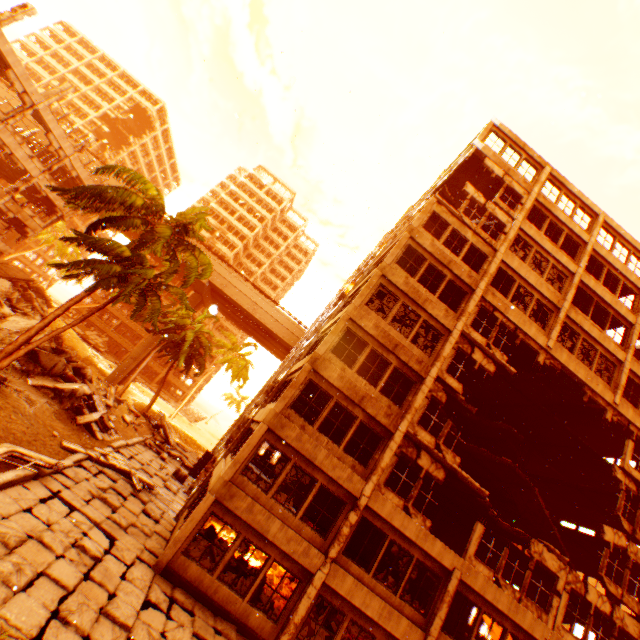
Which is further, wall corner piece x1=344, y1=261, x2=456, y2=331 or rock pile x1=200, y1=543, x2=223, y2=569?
wall corner piece x1=344, y1=261, x2=456, y2=331

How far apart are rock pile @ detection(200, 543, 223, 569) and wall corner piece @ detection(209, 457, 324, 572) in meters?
2.0 m

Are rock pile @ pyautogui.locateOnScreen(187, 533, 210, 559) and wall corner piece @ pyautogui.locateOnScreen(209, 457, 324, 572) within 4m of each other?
yes

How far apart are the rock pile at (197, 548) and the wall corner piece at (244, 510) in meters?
2.0

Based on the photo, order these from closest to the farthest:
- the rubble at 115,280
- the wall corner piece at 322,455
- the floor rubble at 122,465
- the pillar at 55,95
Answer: the wall corner piece at 322,455, the rubble at 115,280, the floor rubble at 122,465, the pillar at 55,95

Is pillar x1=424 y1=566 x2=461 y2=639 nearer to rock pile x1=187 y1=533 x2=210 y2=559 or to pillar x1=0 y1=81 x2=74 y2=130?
rock pile x1=187 y1=533 x2=210 y2=559

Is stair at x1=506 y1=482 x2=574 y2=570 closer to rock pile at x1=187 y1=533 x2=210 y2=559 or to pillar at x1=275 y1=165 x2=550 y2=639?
pillar at x1=275 y1=165 x2=550 y2=639

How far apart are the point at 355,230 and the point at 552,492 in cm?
2691
